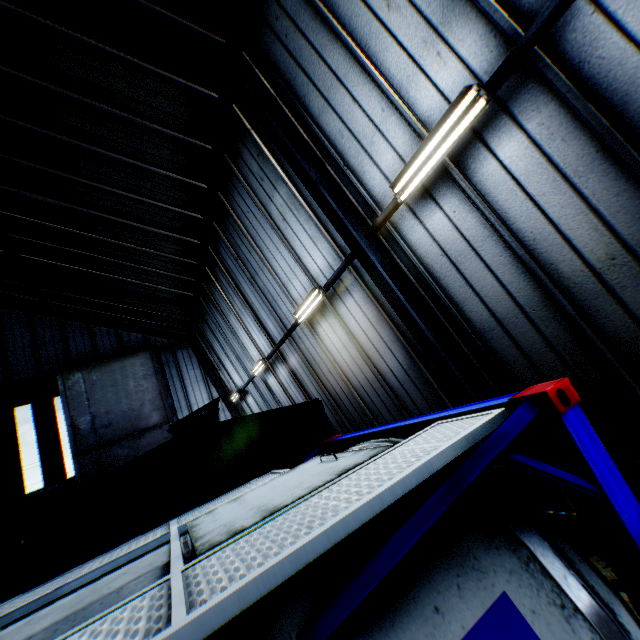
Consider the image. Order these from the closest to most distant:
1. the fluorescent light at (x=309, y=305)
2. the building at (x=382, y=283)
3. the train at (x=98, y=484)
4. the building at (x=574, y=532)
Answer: the train at (x=98, y=484), the building at (x=382, y=283), the building at (x=574, y=532), the fluorescent light at (x=309, y=305)

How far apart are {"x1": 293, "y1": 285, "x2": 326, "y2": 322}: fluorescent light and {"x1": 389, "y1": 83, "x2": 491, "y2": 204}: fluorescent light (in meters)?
3.07

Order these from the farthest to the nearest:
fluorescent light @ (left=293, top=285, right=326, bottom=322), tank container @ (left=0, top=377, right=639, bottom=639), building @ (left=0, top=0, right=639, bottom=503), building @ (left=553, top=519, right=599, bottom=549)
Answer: fluorescent light @ (left=293, top=285, right=326, bottom=322)
building @ (left=553, top=519, right=599, bottom=549)
building @ (left=0, top=0, right=639, bottom=503)
tank container @ (left=0, top=377, right=639, bottom=639)

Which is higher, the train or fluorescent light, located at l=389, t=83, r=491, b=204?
fluorescent light, located at l=389, t=83, r=491, b=204

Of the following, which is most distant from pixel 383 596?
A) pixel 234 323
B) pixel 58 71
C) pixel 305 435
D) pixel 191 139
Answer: pixel 234 323

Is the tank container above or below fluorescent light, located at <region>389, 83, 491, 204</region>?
below

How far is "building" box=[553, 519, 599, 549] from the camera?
4.8m

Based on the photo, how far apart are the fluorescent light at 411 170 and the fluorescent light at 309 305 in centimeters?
307cm
